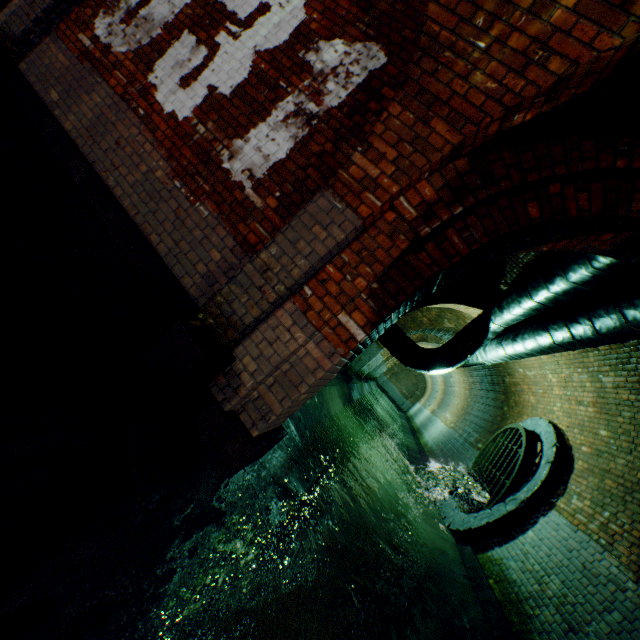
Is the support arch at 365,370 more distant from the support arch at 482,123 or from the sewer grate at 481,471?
the support arch at 482,123

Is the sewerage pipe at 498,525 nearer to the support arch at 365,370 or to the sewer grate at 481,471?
the sewer grate at 481,471

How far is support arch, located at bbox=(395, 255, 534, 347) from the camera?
5.96m

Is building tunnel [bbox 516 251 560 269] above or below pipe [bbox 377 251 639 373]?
above

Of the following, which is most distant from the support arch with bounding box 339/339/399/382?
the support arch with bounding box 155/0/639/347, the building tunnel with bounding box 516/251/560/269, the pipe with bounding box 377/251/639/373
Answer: the support arch with bounding box 155/0/639/347

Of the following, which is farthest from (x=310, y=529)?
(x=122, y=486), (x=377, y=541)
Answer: (x=122, y=486)

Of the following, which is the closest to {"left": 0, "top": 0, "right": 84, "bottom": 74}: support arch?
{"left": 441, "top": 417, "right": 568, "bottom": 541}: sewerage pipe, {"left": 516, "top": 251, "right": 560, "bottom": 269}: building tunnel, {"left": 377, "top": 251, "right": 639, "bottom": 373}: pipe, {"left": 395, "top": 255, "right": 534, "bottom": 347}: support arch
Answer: {"left": 516, "top": 251, "right": 560, "bottom": 269}: building tunnel

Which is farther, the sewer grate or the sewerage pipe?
the sewer grate
